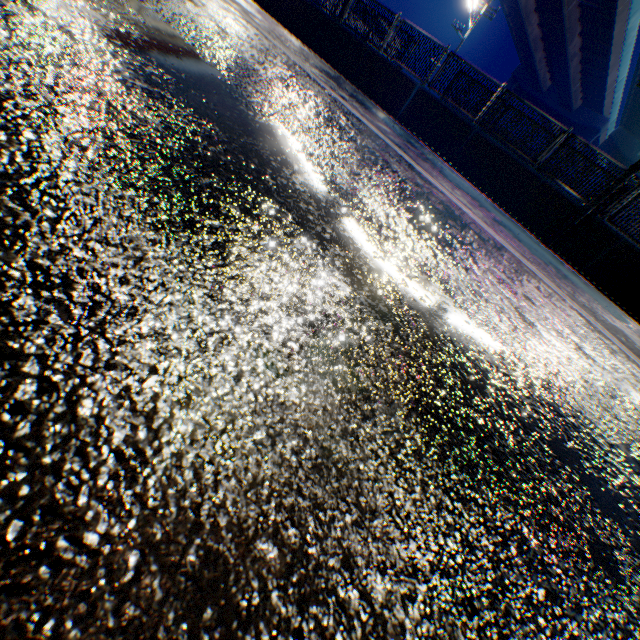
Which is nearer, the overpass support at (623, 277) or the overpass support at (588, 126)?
the overpass support at (623, 277)

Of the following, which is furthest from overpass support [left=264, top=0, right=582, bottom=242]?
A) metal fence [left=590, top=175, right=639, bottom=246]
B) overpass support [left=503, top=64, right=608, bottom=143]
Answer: overpass support [left=503, top=64, right=608, bottom=143]

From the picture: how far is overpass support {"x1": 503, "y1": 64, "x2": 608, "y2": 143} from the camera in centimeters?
4600cm

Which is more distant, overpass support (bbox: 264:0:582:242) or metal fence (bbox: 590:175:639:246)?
overpass support (bbox: 264:0:582:242)

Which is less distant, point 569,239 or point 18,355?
point 18,355

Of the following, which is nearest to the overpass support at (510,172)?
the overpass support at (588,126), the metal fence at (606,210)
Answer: the metal fence at (606,210)

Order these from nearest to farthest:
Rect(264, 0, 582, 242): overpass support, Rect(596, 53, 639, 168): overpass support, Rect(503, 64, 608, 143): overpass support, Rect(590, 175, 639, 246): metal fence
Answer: Rect(590, 175, 639, 246): metal fence → Rect(264, 0, 582, 242): overpass support → Rect(596, 53, 639, 168): overpass support → Rect(503, 64, 608, 143): overpass support
